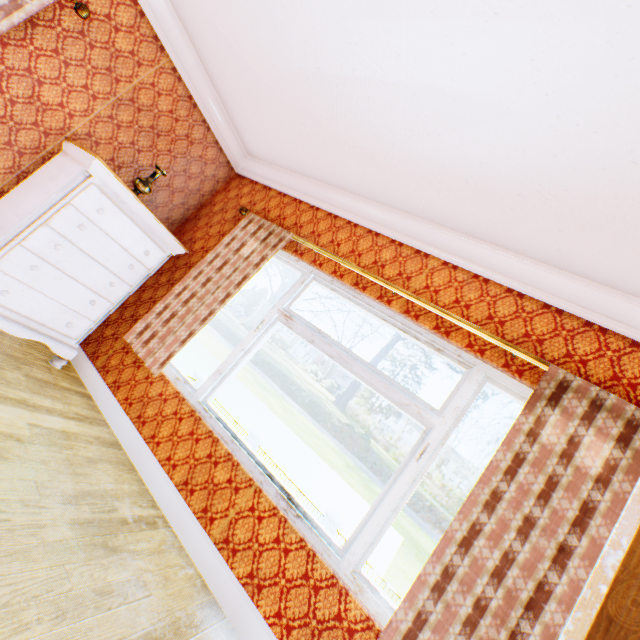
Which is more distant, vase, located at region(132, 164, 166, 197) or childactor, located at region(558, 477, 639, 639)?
vase, located at region(132, 164, 166, 197)

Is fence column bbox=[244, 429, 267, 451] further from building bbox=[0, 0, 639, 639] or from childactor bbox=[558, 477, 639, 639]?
childactor bbox=[558, 477, 639, 639]

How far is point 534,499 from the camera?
1.8m

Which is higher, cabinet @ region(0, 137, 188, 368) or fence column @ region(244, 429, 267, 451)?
cabinet @ region(0, 137, 188, 368)

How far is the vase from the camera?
3.11m

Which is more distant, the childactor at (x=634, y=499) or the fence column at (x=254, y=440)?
the fence column at (x=254, y=440)

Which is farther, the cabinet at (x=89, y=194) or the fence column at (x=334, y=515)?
the fence column at (x=334, y=515)

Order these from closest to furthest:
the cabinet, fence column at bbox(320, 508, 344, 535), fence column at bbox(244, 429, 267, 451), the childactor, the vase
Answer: the childactor
the cabinet
the vase
fence column at bbox(320, 508, 344, 535)
fence column at bbox(244, 429, 267, 451)
